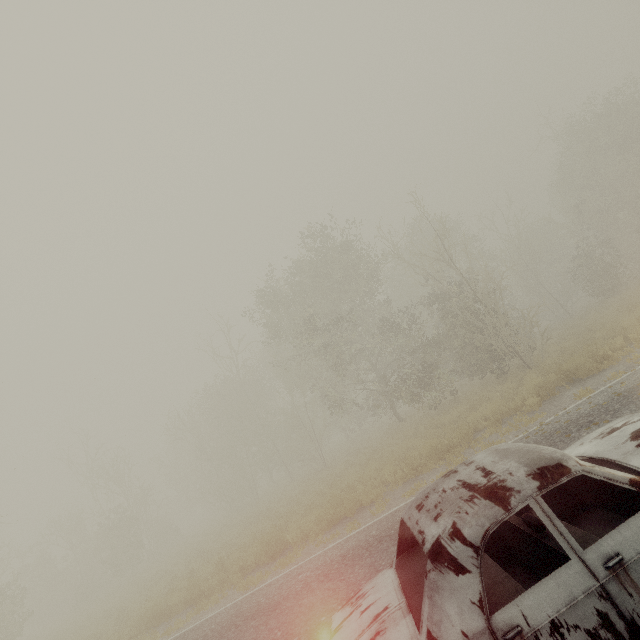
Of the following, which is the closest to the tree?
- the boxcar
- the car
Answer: the car

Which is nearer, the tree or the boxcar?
the tree

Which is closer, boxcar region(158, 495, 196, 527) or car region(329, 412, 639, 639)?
car region(329, 412, 639, 639)

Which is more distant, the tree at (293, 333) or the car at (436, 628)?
the tree at (293, 333)

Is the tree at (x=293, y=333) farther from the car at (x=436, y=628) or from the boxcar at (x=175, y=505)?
the boxcar at (x=175, y=505)

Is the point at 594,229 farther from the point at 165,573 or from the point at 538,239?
the point at 165,573

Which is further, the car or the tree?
the tree

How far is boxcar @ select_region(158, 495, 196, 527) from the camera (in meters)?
52.75
